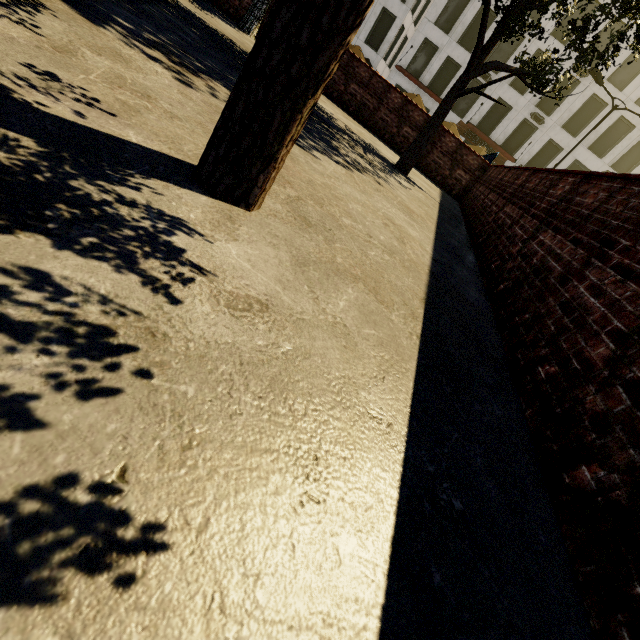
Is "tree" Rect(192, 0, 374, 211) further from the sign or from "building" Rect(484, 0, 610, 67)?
the sign

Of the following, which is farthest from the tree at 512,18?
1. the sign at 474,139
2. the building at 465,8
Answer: the sign at 474,139

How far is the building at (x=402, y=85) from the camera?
30.8m

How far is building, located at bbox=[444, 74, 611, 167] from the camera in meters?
27.5

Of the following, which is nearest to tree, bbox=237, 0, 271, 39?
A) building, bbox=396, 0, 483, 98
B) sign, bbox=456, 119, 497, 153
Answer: building, bbox=396, 0, 483, 98

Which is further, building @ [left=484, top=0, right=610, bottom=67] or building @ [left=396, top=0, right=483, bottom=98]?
building @ [left=396, top=0, right=483, bottom=98]

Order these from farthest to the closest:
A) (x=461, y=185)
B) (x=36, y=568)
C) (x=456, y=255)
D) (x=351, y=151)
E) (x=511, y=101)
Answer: (x=511, y=101) < (x=461, y=185) < (x=351, y=151) < (x=456, y=255) < (x=36, y=568)
